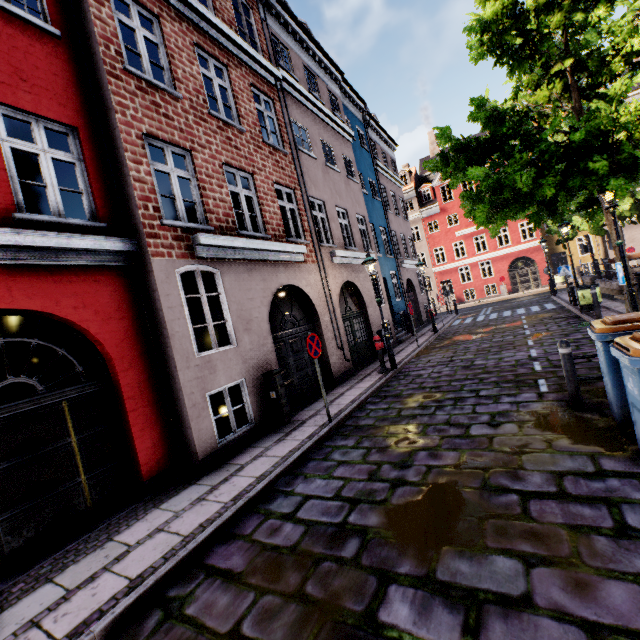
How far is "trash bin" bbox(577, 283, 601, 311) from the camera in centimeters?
1248cm

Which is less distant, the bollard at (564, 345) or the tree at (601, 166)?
the bollard at (564, 345)

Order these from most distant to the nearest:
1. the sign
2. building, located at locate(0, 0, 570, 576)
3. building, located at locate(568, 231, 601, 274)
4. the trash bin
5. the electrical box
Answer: building, located at locate(568, 231, 601, 274) < the trash bin < the electrical box < the sign < building, located at locate(0, 0, 570, 576)

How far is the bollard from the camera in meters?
5.1

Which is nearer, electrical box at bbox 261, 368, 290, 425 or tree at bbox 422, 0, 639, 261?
tree at bbox 422, 0, 639, 261

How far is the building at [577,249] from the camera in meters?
28.3

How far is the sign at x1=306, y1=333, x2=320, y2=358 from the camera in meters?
6.7 m

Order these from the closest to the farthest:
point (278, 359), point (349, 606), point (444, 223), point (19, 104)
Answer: point (349, 606) → point (19, 104) → point (278, 359) → point (444, 223)
